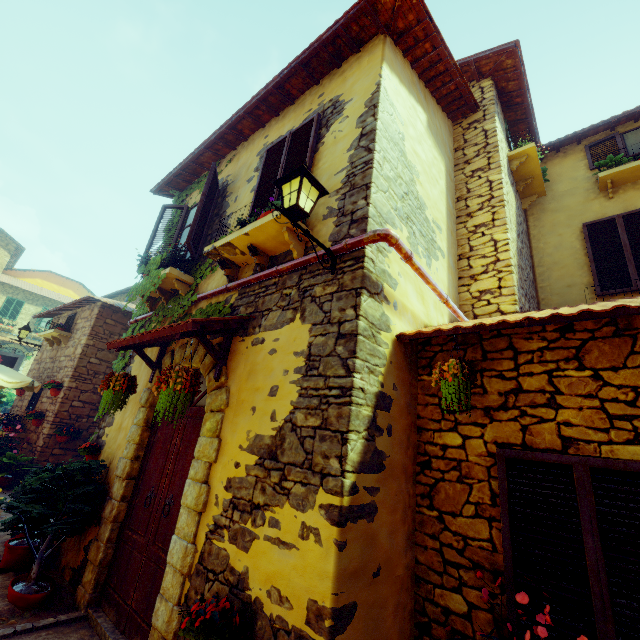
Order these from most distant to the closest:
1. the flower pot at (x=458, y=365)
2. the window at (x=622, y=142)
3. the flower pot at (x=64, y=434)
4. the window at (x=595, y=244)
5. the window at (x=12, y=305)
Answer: the window at (x=12, y=305)
the flower pot at (x=64, y=434)
the window at (x=622, y=142)
the window at (x=595, y=244)
the flower pot at (x=458, y=365)

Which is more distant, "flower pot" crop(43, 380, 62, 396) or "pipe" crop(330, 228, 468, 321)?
"flower pot" crop(43, 380, 62, 396)

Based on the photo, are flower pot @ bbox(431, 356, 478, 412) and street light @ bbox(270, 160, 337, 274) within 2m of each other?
yes

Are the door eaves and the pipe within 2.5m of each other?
yes

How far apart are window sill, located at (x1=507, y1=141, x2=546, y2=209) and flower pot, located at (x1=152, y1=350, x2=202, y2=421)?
6.9m

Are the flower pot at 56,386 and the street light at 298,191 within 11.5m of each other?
yes

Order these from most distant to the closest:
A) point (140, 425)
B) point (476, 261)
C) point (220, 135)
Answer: point (220, 135) < point (476, 261) < point (140, 425)

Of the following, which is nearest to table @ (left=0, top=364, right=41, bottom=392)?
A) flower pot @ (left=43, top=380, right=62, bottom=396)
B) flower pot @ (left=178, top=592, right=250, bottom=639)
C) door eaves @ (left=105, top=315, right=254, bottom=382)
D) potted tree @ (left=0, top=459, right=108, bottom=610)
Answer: flower pot @ (left=43, top=380, right=62, bottom=396)
